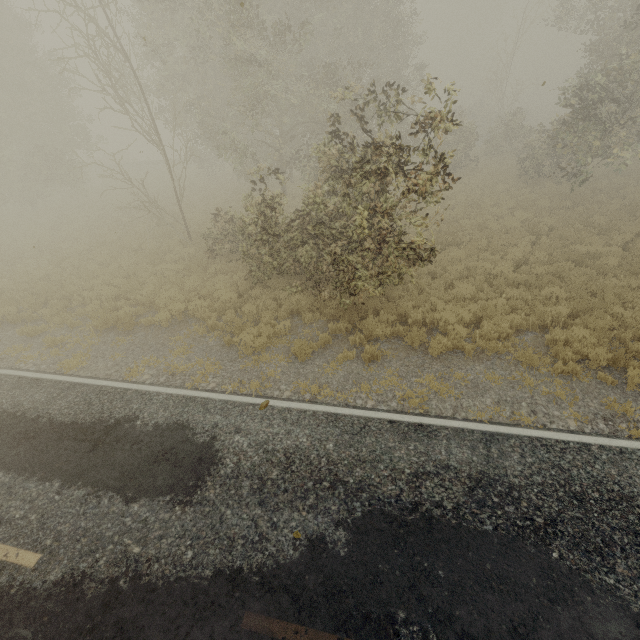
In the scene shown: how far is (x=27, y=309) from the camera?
12.39m
